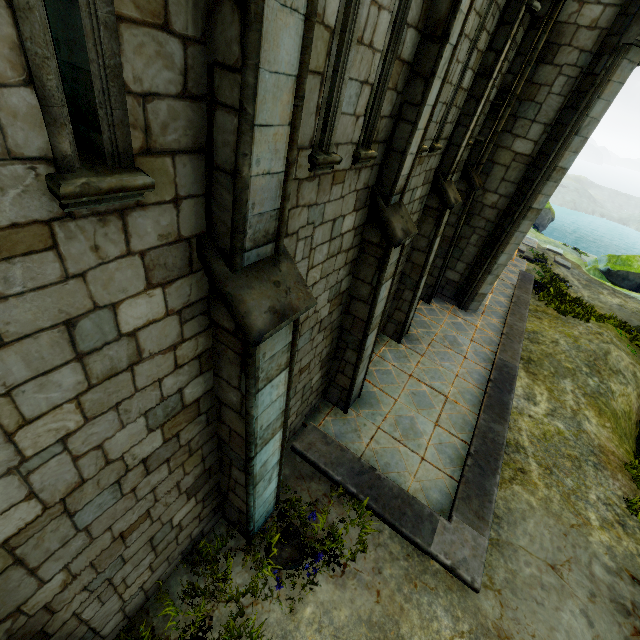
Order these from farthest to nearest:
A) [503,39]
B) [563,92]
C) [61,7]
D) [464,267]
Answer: [464,267] < [563,92] < [503,39] < [61,7]

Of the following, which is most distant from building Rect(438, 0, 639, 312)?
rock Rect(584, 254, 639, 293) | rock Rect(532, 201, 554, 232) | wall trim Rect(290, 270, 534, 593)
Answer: rock Rect(532, 201, 554, 232)

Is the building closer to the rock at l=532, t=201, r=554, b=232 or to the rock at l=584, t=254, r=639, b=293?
the rock at l=584, t=254, r=639, b=293

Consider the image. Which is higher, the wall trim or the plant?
the wall trim

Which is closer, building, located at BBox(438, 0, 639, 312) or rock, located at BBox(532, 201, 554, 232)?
building, located at BBox(438, 0, 639, 312)

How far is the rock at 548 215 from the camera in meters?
28.1 m

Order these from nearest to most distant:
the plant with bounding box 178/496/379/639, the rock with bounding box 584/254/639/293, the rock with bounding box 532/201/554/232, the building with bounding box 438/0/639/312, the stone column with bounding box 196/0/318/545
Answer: the stone column with bounding box 196/0/318/545 < the plant with bounding box 178/496/379/639 < the building with bounding box 438/0/639/312 < the rock with bounding box 584/254/639/293 < the rock with bounding box 532/201/554/232

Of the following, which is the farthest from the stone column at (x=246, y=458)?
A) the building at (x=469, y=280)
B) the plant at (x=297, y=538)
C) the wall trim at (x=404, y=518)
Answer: the building at (x=469, y=280)
